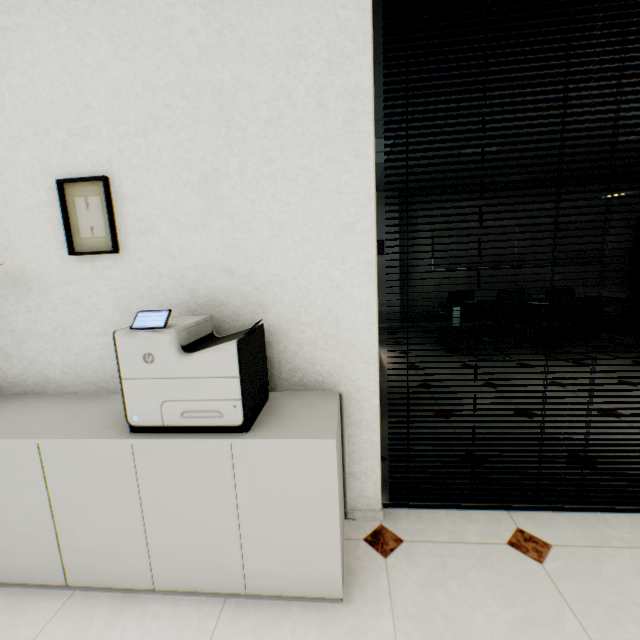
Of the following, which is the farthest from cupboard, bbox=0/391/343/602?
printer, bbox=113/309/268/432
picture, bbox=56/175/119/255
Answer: picture, bbox=56/175/119/255

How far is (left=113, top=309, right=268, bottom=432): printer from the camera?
1.3 meters

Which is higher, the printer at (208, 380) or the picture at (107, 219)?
the picture at (107, 219)

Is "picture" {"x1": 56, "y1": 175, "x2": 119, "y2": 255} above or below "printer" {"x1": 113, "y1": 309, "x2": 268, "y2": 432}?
above

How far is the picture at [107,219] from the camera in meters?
1.7

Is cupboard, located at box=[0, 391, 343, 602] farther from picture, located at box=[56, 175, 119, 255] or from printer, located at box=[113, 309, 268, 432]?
picture, located at box=[56, 175, 119, 255]

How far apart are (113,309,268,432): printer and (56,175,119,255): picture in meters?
0.5

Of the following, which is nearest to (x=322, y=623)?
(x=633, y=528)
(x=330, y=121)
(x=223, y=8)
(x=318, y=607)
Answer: (x=318, y=607)
